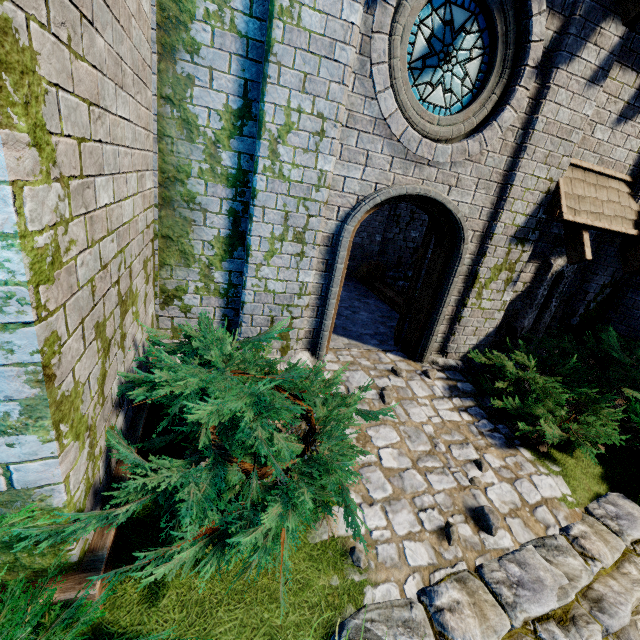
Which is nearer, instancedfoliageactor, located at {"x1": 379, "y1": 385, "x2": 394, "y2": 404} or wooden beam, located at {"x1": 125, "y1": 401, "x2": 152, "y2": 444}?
wooden beam, located at {"x1": 125, "y1": 401, "x2": 152, "y2": 444}

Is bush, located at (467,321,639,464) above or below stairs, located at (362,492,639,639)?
above

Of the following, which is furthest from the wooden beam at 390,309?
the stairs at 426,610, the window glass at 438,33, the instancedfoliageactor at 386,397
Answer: the window glass at 438,33

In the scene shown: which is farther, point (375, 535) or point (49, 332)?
point (375, 535)

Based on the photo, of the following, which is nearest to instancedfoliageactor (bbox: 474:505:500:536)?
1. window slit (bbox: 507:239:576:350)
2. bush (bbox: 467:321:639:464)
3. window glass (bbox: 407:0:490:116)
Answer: bush (bbox: 467:321:639:464)

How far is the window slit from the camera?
5.97m

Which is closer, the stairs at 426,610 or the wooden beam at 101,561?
the wooden beam at 101,561

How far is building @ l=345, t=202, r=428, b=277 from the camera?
10.3m
